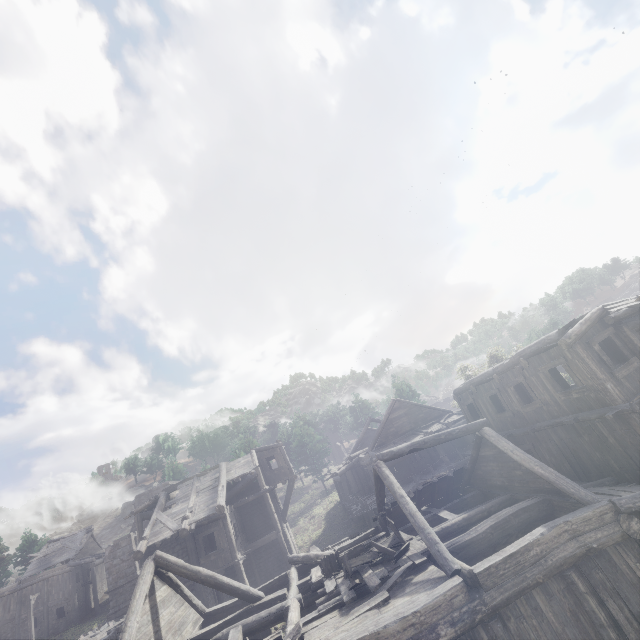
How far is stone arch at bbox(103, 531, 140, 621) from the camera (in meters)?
29.30

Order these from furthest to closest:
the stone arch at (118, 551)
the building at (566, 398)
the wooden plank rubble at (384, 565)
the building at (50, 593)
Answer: the building at (50, 593), the stone arch at (118, 551), the wooden plank rubble at (384, 565), the building at (566, 398)

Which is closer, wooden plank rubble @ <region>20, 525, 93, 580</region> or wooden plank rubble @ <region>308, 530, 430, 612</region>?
wooden plank rubble @ <region>308, 530, 430, 612</region>

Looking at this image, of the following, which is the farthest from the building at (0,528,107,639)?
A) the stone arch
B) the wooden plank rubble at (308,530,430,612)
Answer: the wooden plank rubble at (308,530,430,612)

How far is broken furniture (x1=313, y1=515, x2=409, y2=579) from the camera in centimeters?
1067cm

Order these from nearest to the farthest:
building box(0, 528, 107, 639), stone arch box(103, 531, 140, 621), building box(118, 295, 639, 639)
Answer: building box(118, 295, 639, 639)
stone arch box(103, 531, 140, 621)
building box(0, 528, 107, 639)

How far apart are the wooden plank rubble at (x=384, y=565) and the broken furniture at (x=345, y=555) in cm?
1

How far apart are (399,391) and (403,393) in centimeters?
63cm
